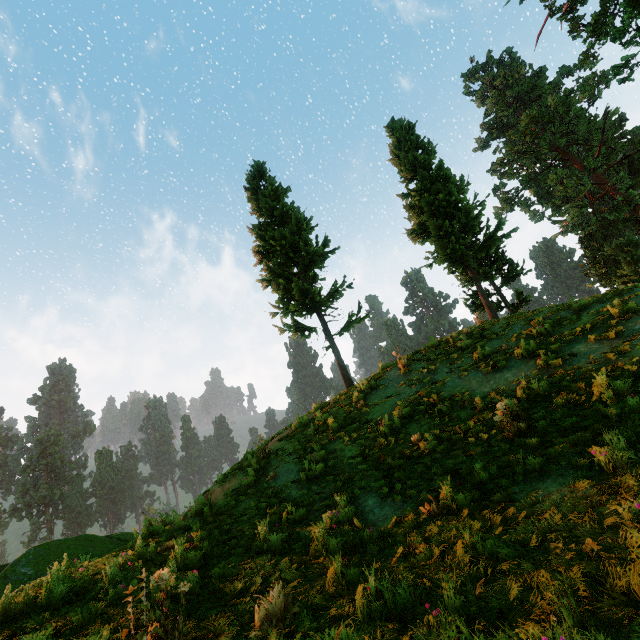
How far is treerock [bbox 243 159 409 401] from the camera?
16.45m

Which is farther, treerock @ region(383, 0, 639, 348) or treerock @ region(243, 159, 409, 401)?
treerock @ region(383, 0, 639, 348)

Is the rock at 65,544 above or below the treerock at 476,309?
below

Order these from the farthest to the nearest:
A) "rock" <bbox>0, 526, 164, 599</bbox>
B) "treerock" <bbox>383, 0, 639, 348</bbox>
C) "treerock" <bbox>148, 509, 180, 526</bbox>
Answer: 1. "treerock" <bbox>383, 0, 639, 348</bbox>
2. "treerock" <bbox>148, 509, 180, 526</bbox>
3. "rock" <bbox>0, 526, 164, 599</bbox>

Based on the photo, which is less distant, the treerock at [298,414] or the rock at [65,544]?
the rock at [65,544]

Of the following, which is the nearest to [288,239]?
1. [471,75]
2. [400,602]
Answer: [400,602]
